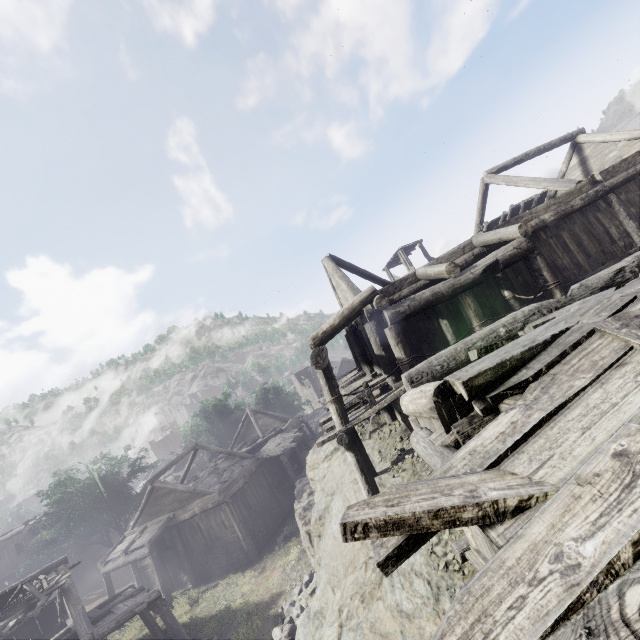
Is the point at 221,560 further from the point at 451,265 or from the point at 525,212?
the point at 525,212

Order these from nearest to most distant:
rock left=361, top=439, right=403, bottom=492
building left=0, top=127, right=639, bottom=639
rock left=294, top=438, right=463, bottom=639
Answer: building left=0, top=127, right=639, bottom=639
rock left=294, top=438, right=463, bottom=639
rock left=361, top=439, right=403, bottom=492

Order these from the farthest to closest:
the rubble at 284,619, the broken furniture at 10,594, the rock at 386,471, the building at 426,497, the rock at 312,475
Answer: the broken furniture at 10,594, the rubble at 284,619, the rock at 386,471, the rock at 312,475, the building at 426,497

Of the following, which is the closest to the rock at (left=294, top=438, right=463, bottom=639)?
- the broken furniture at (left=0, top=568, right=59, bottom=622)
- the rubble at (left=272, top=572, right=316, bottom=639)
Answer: the rubble at (left=272, top=572, right=316, bottom=639)

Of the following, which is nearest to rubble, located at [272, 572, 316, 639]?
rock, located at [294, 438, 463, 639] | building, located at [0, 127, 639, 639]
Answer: rock, located at [294, 438, 463, 639]

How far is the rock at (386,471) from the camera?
10.2 meters

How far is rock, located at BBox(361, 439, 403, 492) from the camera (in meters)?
10.16
